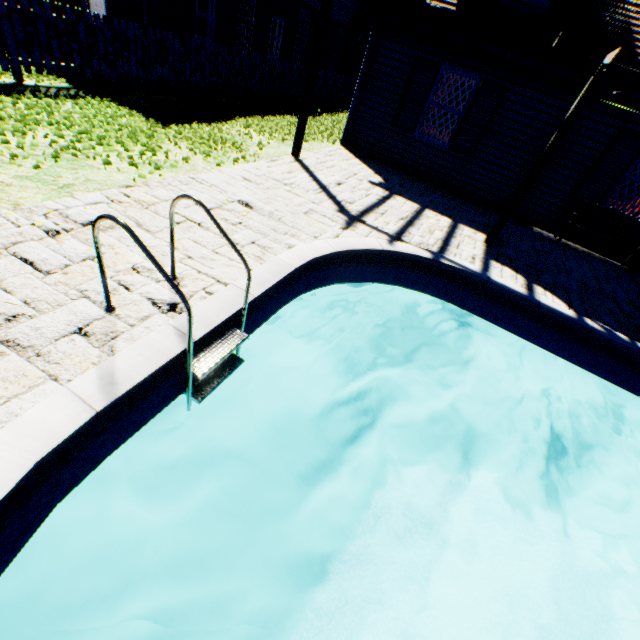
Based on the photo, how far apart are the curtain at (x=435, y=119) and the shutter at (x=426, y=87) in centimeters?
24cm

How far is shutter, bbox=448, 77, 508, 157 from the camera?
7.8 meters

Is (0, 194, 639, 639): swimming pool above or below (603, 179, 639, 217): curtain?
below

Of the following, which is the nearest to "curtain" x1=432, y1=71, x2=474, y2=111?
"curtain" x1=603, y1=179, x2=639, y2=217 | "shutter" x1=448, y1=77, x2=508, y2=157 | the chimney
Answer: "shutter" x1=448, y1=77, x2=508, y2=157

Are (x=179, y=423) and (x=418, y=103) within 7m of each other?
no

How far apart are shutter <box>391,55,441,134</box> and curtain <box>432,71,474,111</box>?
0.2 meters

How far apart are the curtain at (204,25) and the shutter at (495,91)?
11.4m

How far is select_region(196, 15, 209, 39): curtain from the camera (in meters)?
12.72
